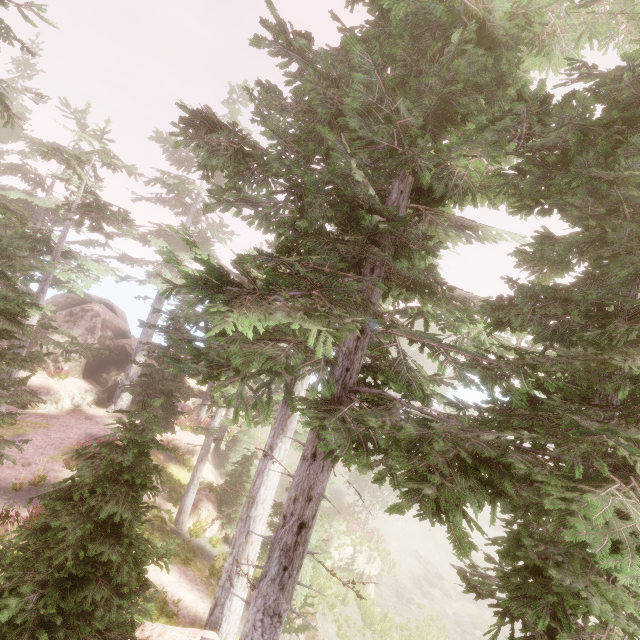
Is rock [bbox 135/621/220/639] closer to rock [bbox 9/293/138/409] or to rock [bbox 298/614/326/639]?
rock [bbox 298/614/326/639]

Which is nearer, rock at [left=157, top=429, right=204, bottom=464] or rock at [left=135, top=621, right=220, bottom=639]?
rock at [left=135, top=621, right=220, bottom=639]

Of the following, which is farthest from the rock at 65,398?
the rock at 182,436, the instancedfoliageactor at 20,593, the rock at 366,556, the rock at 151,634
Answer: the rock at 151,634

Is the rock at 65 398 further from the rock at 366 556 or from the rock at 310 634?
the rock at 310 634

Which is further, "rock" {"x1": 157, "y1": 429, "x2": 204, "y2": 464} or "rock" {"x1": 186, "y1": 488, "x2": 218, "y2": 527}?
"rock" {"x1": 157, "y1": 429, "x2": 204, "y2": 464}

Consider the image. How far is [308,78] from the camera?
6.6m

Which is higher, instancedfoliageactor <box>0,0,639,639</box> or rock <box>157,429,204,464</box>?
instancedfoliageactor <box>0,0,639,639</box>

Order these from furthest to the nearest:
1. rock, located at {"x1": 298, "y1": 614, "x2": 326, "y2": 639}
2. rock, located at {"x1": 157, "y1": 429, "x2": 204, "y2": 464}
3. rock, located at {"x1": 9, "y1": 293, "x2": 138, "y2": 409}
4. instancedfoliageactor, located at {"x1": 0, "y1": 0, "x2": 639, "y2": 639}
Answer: rock, located at {"x1": 9, "y1": 293, "x2": 138, "y2": 409} → rock, located at {"x1": 157, "y1": 429, "x2": 204, "y2": 464} → rock, located at {"x1": 298, "y1": 614, "x2": 326, "y2": 639} → instancedfoliageactor, located at {"x1": 0, "y1": 0, "x2": 639, "y2": 639}
